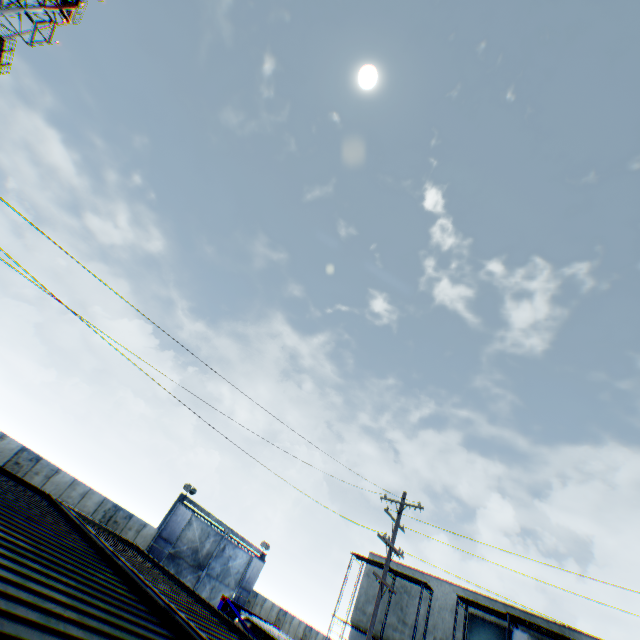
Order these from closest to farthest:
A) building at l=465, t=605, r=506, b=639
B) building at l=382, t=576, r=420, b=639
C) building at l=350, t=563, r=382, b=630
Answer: building at l=465, t=605, r=506, b=639, building at l=382, t=576, r=420, b=639, building at l=350, t=563, r=382, b=630

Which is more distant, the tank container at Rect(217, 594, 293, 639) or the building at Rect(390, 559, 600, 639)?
the building at Rect(390, 559, 600, 639)

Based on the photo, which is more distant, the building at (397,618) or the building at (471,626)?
the building at (397,618)

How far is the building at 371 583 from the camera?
25.3 meters

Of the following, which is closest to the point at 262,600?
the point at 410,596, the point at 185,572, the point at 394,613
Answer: the point at 185,572

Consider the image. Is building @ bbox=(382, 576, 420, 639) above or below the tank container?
above

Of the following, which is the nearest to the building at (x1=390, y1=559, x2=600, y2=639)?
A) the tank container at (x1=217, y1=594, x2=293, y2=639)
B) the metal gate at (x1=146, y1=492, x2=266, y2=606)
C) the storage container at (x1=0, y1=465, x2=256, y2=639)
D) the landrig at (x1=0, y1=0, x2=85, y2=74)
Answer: the metal gate at (x1=146, y1=492, x2=266, y2=606)

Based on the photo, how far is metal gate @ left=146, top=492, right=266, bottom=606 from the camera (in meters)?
24.36
